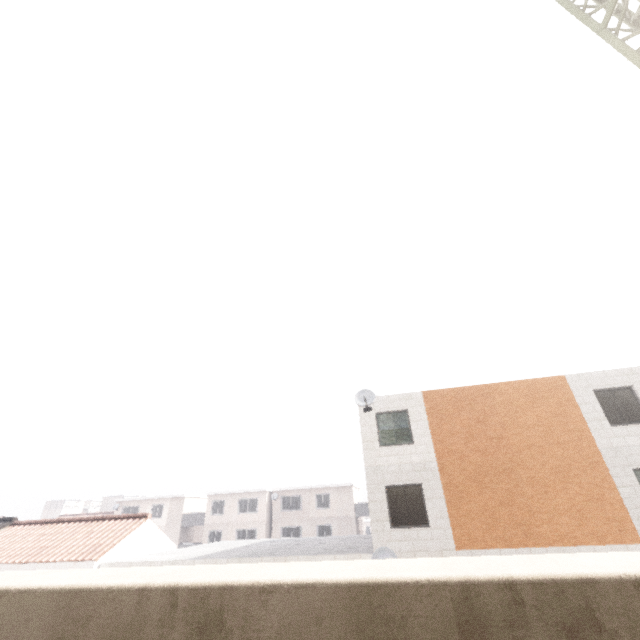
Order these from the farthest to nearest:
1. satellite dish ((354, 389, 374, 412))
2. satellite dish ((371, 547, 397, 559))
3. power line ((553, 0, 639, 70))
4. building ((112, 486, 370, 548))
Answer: building ((112, 486, 370, 548)) → satellite dish ((354, 389, 374, 412)) → satellite dish ((371, 547, 397, 559)) → power line ((553, 0, 639, 70))

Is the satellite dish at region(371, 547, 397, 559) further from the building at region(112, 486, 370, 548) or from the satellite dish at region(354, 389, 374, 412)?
the building at region(112, 486, 370, 548)

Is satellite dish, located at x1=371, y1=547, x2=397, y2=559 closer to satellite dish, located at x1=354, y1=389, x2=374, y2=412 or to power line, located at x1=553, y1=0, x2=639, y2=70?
satellite dish, located at x1=354, y1=389, x2=374, y2=412

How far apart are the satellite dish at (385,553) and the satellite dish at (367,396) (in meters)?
5.17

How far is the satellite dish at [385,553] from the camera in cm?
1169

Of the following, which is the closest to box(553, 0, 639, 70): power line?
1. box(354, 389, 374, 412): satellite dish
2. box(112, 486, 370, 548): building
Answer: box(354, 389, 374, 412): satellite dish

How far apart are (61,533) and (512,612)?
22.9 meters

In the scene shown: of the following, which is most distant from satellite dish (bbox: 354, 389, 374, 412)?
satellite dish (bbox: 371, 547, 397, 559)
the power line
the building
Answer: the building
